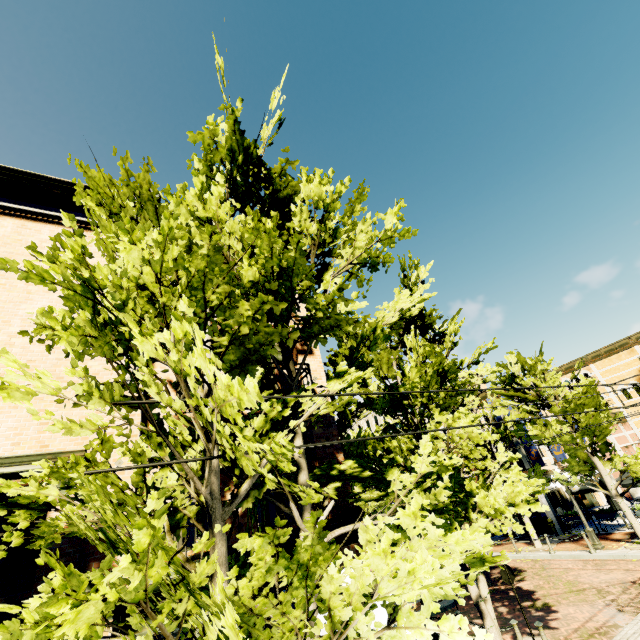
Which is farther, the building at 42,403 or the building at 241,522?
the building at 42,403

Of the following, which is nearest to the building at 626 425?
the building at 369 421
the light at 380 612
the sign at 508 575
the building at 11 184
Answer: the building at 369 421

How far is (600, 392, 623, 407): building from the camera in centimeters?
3098cm

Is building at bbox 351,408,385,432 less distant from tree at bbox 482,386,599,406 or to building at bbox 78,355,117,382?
tree at bbox 482,386,599,406

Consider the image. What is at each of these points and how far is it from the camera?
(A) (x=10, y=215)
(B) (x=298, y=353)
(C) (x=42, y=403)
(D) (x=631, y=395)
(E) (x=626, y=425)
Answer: (A) building, 8.8 meters
(B) building, 10.4 meters
(C) building, 6.9 meters
(D) building, 30.4 meters
(E) building, 30.1 meters

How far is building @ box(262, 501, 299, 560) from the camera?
6.5m

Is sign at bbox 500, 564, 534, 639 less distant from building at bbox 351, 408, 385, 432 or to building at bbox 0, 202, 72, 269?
building at bbox 0, 202, 72, 269
